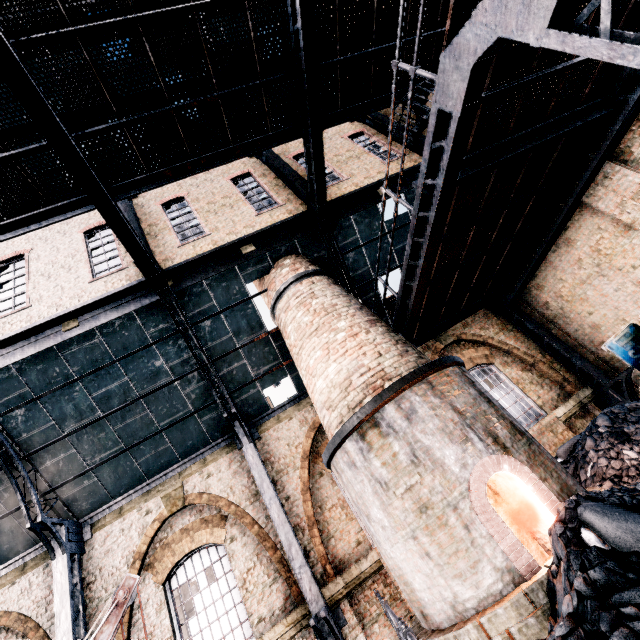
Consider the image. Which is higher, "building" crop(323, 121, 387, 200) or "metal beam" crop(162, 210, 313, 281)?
"building" crop(323, 121, 387, 200)

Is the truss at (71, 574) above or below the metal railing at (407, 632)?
above

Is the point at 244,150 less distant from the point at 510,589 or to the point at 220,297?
the point at 220,297

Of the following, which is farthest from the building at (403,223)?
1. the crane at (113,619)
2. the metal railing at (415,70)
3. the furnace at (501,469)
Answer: the crane at (113,619)

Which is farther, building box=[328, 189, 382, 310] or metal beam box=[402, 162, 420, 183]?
metal beam box=[402, 162, 420, 183]

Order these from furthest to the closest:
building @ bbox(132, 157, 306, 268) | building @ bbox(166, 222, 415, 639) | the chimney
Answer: building @ bbox(132, 157, 306, 268) < building @ bbox(166, 222, 415, 639) < the chimney

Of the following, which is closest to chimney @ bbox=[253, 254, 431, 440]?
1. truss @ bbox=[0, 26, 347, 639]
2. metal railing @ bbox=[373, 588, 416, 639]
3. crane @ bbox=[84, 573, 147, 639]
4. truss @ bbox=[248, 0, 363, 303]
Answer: truss @ bbox=[248, 0, 363, 303]

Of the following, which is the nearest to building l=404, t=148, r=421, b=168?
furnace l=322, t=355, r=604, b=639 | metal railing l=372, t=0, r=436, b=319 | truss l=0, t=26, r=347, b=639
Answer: truss l=0, t=26, r=347, b=639
